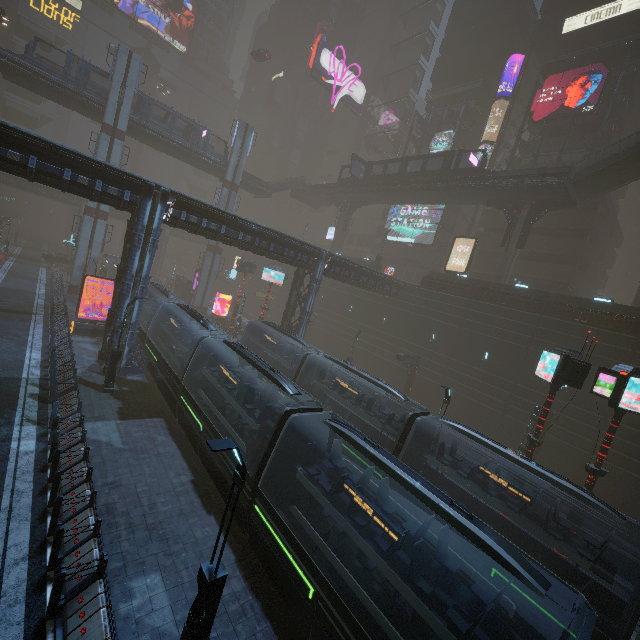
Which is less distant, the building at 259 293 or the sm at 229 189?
the sm at 229 189

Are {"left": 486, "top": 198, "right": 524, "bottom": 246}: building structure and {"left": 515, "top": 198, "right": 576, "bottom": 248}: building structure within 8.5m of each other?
yes

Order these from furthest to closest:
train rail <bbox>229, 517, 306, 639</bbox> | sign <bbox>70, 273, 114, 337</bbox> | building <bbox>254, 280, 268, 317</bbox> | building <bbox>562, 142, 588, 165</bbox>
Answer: building <bbox>254, 280, 268, 317</bbox>
building <bbox>562, 142, 588, 165</bbox>
sign <bbox>70, 273, 114, 337</bbox>
train rail <bbox>229, 517, 306, 639</bbox>

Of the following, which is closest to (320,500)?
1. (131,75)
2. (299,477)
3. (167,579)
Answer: (299,477)

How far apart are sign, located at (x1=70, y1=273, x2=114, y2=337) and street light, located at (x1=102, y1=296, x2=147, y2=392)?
9.56m

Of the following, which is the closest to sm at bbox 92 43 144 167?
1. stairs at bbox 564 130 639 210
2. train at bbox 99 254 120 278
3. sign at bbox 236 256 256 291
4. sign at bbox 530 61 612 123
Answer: train at bbox 99 254 120 278

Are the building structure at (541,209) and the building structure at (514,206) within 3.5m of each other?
yes

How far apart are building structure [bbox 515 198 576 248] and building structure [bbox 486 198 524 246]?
0.62m
